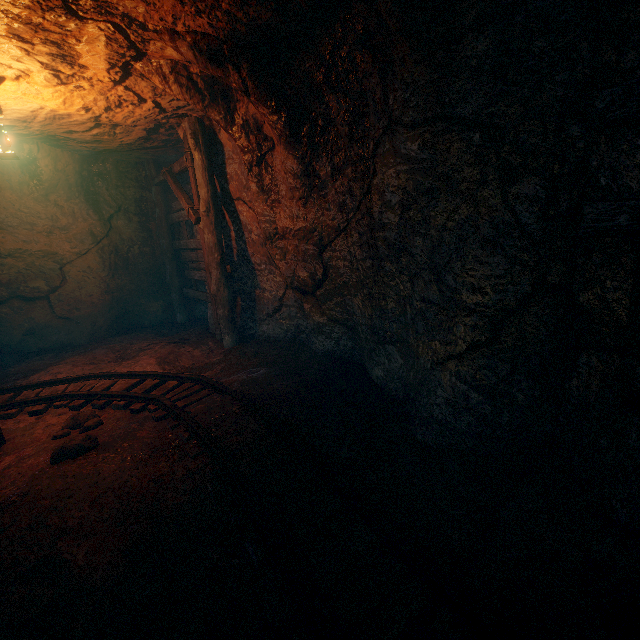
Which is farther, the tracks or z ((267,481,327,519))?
z ((267,481,327,519))

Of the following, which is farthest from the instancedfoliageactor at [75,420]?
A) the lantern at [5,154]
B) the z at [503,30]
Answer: the lantern at [5,154]

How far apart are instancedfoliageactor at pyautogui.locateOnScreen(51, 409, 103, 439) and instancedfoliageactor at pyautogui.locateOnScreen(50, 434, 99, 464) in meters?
0.3

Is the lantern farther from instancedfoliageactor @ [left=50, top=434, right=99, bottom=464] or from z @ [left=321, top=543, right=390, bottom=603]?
instancedfoliageactor @ [left=50, top=434, right=99, bottom=464]

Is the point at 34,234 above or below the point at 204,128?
below

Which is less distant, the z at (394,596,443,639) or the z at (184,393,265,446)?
the z at (394,596,443,639)

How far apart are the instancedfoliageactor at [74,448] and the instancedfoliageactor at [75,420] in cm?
33

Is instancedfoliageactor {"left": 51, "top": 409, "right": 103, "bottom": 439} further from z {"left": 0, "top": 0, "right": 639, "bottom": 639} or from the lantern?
the lantern
